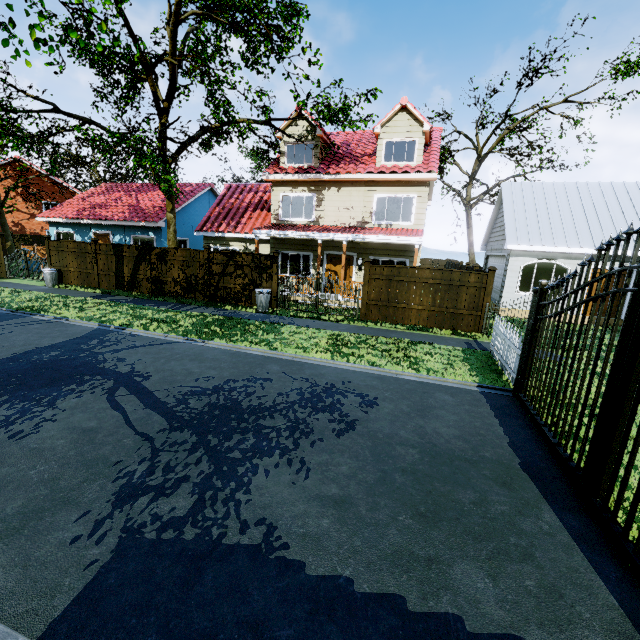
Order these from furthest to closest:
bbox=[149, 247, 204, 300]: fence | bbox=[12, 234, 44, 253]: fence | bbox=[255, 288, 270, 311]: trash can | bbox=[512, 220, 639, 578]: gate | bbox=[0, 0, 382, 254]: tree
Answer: bbox=[12, 234, 44, 253]: fence, bbox=[149, 247, 204, 300]: fence, bbox=[255, 288, 270, 311]: trash can, bbox=[0, 0, 382, 254]: tree, bbox=[512, 220, 639, 578]: gate

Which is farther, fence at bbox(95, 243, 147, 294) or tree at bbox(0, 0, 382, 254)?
fence at bbox(95, 243, 147, 294)

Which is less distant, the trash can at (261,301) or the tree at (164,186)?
the tree at (164,186)

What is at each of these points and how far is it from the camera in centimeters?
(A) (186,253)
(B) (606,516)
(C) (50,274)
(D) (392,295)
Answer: (A) fence, 1484cm
(B) gate, 371cm
(C) trash can, 1681cm
(D) fence, 1247cm

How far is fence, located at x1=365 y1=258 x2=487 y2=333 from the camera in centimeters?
1166cm

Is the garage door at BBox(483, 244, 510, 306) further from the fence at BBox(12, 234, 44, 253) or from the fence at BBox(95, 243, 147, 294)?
the fence at BBox(95, 243, 147, 294)

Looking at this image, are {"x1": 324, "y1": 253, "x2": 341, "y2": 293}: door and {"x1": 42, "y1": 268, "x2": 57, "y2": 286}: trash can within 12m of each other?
no

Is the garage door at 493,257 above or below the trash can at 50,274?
above
